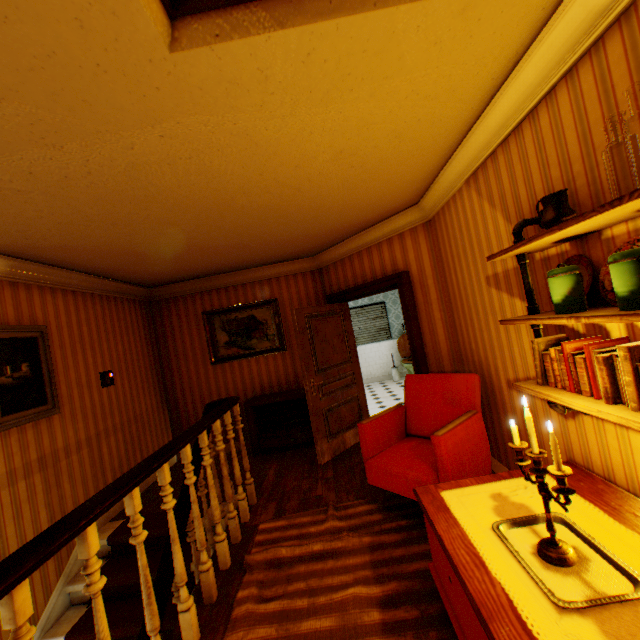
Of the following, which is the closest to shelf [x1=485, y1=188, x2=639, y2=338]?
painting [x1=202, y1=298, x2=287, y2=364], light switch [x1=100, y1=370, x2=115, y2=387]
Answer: painting [x1=202, y1=298, x2=287, y2=364]

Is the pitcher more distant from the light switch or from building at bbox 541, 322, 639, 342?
the light switch

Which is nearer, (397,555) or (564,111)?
(564,111)

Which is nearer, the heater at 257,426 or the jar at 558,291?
the jar at 558,291

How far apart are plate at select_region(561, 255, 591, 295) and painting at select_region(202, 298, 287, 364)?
4.3 meters

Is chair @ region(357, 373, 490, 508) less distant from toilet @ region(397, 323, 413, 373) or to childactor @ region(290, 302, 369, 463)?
childactor @ region(290, 302, 369, 463)

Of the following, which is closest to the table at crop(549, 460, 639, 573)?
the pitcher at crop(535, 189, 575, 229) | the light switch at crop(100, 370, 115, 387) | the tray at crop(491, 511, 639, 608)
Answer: the tray at crop(491, 511, 639, 608)

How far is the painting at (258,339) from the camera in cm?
581
